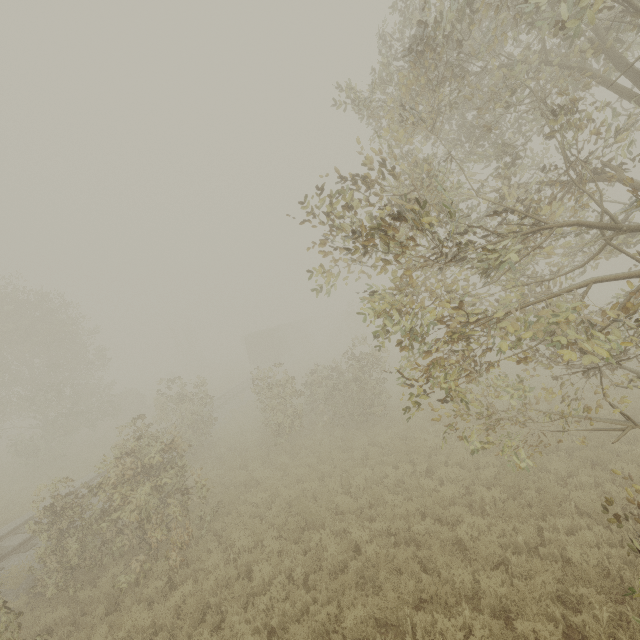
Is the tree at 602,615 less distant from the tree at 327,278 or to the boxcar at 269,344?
the tree at 327,278

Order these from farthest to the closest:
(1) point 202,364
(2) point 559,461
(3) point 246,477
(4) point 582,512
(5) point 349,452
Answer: (1) point 202,364
(5) point 349,452
(3) point 246,477
(2) point 559,461
(4) point 582,512

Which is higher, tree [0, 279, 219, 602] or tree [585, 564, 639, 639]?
tree [0, 279, 219, 602]

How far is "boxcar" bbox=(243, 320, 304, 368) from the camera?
38.9 meters

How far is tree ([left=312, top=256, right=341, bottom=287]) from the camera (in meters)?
5.22

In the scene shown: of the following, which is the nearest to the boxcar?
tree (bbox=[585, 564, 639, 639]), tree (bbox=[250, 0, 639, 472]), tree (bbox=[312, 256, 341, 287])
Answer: tree (bbox=[250, 0, 639, 472])

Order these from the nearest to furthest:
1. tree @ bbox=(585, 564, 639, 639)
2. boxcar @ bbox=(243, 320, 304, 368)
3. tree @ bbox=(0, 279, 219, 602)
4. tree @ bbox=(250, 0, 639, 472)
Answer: tree @ bbox=(250, 0, 639, 472) < tree @ bbox=(585, 564, 639, 639) < tree @ bbox=(0, 279, 219, 602) < boxcar @ bbox=(243, 320, 304, 368)

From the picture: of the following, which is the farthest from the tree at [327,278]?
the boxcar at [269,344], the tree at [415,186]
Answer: the boxcar at [269,344]
